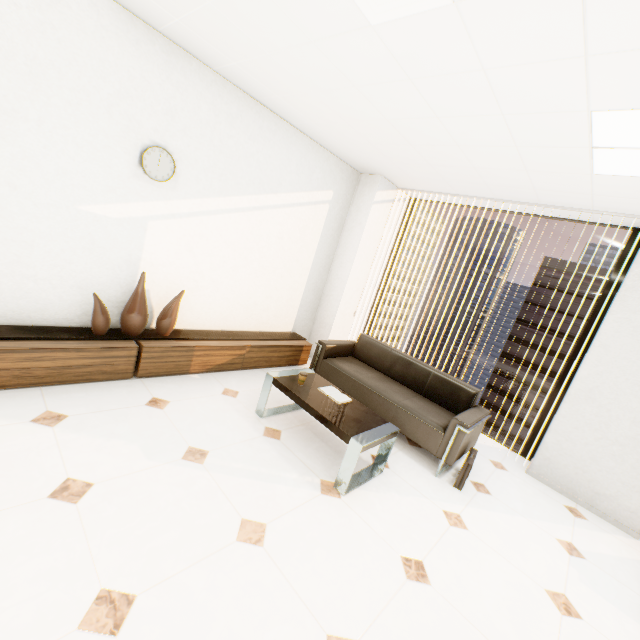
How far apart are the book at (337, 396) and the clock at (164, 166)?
2.50m

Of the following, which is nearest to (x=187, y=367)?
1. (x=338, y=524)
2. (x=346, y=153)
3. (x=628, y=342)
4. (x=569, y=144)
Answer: (x=338, y=524)

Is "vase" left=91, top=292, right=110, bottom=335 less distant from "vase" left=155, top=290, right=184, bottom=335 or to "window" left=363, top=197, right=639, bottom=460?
"vase" left=155, top=290, right=184, bottom=335

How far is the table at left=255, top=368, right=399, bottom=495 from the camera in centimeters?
247cm

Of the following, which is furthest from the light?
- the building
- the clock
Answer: the building

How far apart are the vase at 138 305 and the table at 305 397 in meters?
1.3

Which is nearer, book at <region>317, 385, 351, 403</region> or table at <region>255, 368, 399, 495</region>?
table at <region>255, 368, 399, 495</region>

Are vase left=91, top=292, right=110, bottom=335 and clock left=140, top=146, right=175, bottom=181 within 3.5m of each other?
yes
